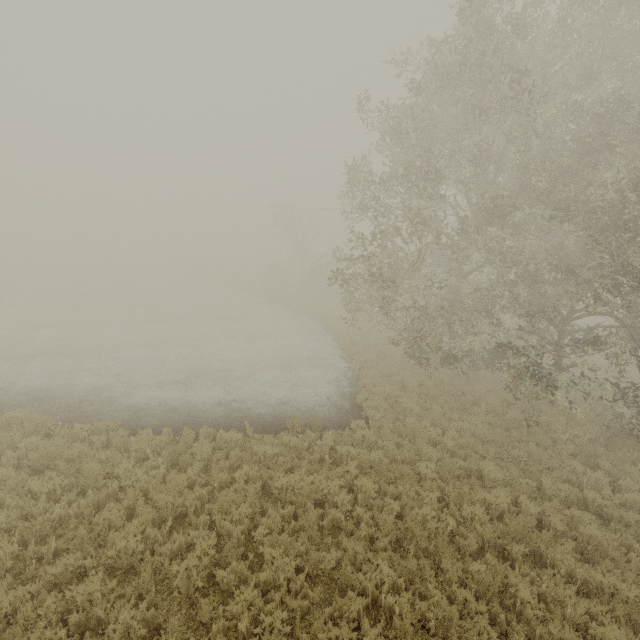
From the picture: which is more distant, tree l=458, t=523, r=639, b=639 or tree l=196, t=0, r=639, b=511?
tree l=196, t=0, r=639, b=511

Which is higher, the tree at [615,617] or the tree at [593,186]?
the tree at [593,186]

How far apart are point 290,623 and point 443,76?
15.2 meters

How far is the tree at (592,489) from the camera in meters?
8.4 m

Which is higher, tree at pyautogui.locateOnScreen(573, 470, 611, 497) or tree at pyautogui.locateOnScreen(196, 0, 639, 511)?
tree at pyautogui.locateOnScreen(196, 0, 639, 511)

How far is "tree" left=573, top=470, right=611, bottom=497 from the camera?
8.4 meters
